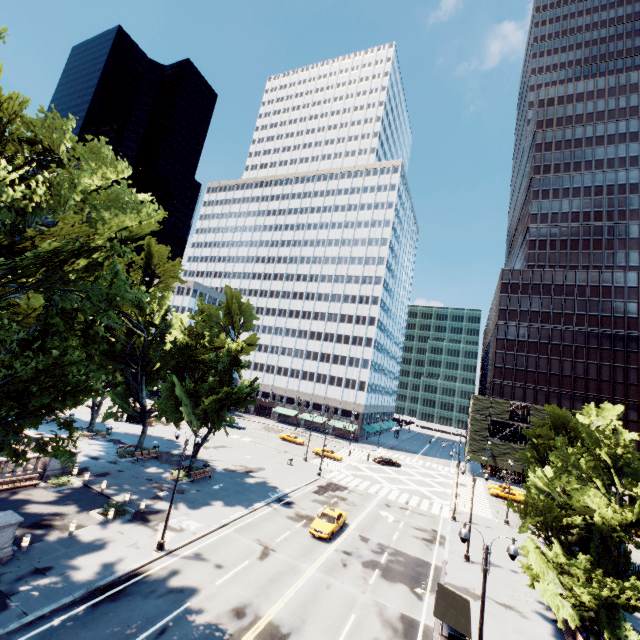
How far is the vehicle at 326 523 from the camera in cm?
2622

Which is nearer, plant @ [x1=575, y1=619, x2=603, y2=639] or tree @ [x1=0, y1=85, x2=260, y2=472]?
tree @ [x1=0, y1=85, x2=260, y2=472]

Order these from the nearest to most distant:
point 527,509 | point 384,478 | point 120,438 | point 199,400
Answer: point 527,509 → point 199,400 → point 120,438 → point 384,478

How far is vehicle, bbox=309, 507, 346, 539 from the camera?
26.2m

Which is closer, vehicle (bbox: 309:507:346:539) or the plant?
the plant

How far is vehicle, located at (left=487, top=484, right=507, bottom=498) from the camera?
49.8m

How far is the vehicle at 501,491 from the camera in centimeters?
4985cm

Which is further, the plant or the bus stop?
the plant
